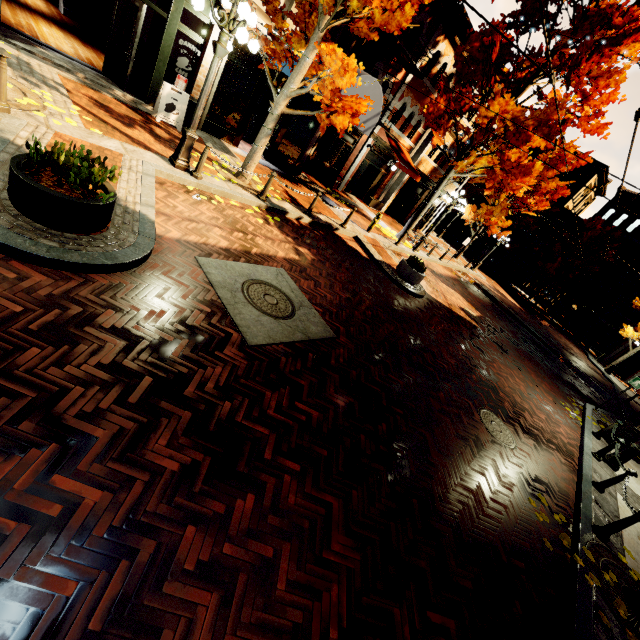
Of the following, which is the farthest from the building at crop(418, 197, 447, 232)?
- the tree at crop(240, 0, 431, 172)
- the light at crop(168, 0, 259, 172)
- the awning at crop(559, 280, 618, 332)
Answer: the light at crop(168, 0, 259, 172)

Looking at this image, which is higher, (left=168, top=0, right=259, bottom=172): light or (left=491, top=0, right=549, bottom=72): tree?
(left=491, top=0, right=549, bottom=72): tree

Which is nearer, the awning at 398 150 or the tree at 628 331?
the awning at 398 150

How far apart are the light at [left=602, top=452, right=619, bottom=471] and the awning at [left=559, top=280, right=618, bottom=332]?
29.1m

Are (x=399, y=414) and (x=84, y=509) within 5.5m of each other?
yes

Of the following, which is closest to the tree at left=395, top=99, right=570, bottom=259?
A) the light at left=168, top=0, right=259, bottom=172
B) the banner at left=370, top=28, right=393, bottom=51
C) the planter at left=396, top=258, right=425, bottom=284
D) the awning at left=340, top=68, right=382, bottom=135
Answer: the awning at left=340, top=68, right=382, bottom=135

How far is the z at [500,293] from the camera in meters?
21.8 m

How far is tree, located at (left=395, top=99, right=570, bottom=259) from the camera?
13.3m
